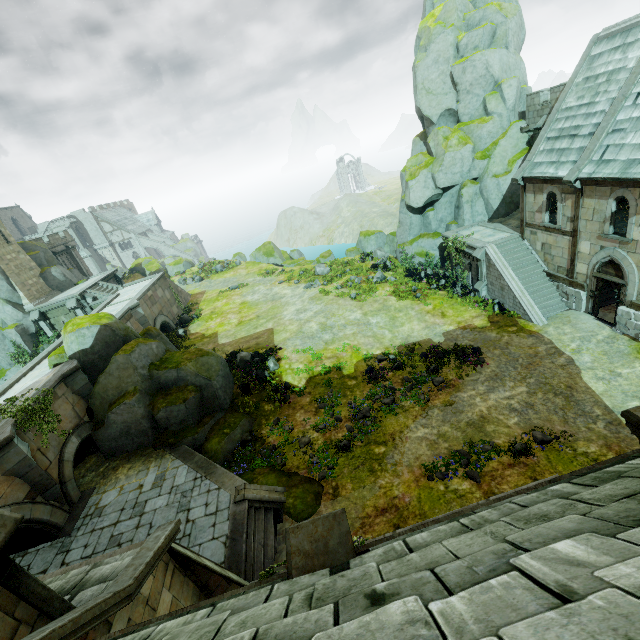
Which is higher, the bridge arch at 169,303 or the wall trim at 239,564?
the bridge arch at 169,303

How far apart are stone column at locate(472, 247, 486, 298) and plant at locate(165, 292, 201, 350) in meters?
25.4

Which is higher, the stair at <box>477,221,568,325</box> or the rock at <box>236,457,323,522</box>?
the stair at <box>477,221,568,325</box>

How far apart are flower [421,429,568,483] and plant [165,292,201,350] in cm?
2541

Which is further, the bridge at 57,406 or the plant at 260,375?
the plant at 260,375

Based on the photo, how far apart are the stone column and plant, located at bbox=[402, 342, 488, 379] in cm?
682

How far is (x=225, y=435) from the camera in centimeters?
1698cm

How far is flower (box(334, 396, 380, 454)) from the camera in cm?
1488
